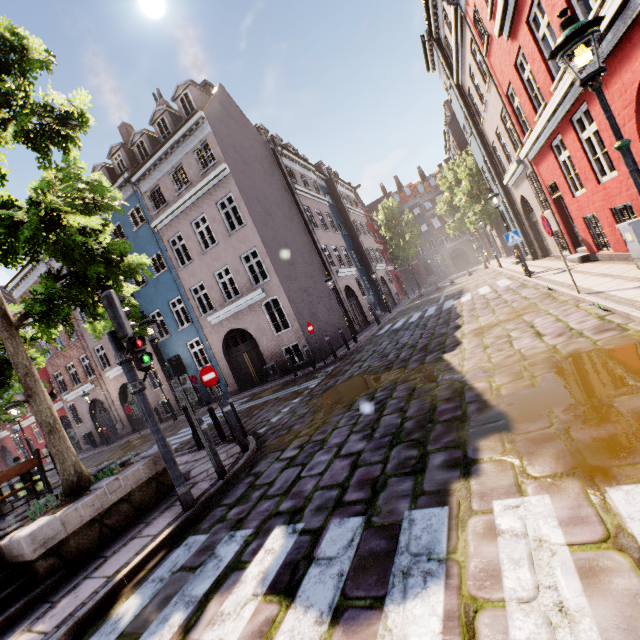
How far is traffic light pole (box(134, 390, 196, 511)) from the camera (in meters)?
4.88

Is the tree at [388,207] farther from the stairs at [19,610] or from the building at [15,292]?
the stairs at [19,610]

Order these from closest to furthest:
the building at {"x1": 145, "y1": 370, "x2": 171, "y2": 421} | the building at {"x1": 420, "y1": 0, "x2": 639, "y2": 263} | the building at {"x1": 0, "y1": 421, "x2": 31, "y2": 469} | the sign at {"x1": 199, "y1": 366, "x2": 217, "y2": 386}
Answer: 1. the building at {"x1": 420, "y1": 0, "x2": 639, "y2": 263}
2. the sign at {"x1": 199, "y1": 366, "x2": 217, "y2": 386}
3. the building at {"x1": 145, "y1": 370, "x2": 171, "y2": 421}
4. the building at {"x1": 0, "y1": 421, "x2": 31, "y2": 469}

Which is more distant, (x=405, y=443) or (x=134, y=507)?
(x=134, y=507)

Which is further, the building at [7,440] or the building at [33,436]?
the building at [7,440]

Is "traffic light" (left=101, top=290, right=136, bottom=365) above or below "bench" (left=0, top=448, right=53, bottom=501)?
above

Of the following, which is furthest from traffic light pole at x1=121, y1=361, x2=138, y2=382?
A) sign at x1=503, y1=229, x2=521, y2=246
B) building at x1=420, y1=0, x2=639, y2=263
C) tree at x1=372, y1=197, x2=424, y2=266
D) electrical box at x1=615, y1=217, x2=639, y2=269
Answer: tree at x1=372, y1=197, x2=424, y2=266

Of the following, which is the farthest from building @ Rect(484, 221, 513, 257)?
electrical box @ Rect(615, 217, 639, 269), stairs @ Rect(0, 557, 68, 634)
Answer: stairs @ Rect(0, 557, 68, 634)
